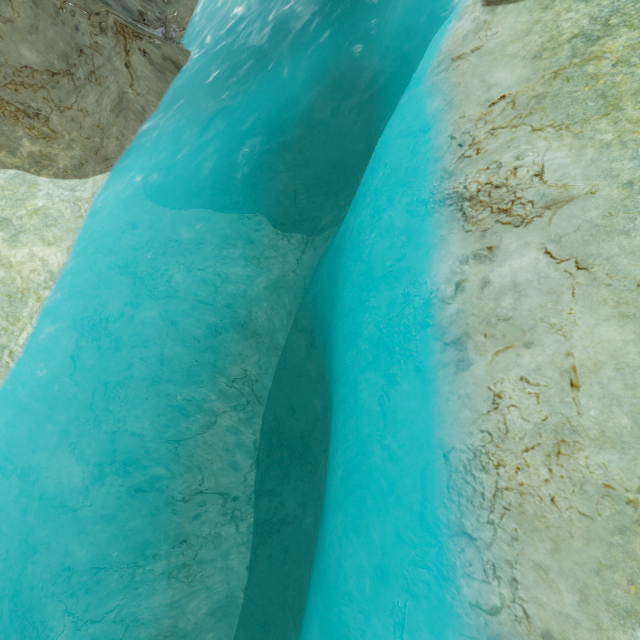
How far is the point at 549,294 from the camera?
3.9m
